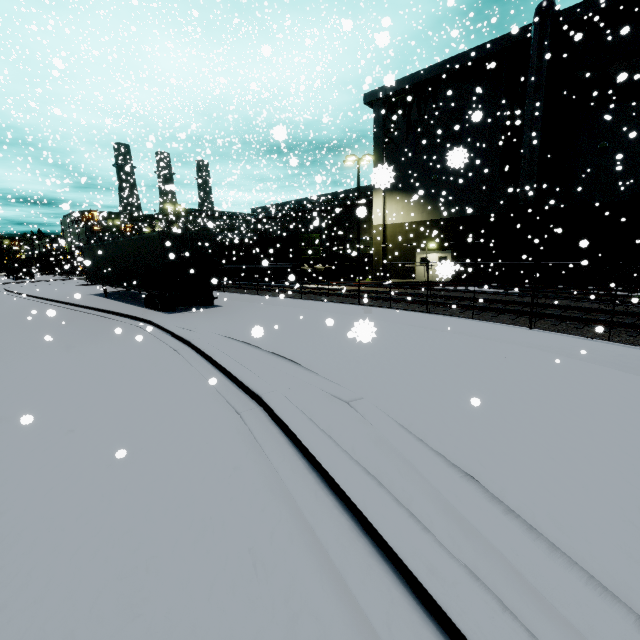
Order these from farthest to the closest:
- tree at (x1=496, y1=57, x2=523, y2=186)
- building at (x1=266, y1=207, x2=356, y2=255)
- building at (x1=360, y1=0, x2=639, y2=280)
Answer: building at (x1=266, y1=207, x2=356, y2=255) < tree at (x1=496, y1=57, x2=523, y2=186) < building at (x1=360, y1=0, x2=639, y2=280)

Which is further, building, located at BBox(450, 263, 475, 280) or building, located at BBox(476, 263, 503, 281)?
building, located at BBox(476, 263, 503, 281)

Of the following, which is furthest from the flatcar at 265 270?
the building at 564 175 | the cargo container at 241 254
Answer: the building at 564 175

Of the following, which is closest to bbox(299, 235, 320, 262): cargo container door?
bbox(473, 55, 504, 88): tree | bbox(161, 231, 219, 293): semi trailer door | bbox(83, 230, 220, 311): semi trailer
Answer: bbox(473, 55, 504, 88): tree

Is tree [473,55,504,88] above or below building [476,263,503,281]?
above

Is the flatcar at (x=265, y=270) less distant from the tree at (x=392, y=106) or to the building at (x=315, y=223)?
the building at (x=315, y=223)

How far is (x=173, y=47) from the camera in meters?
26.5 m

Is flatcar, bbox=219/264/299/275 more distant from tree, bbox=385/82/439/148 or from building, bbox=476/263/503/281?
tree, bbox=385/82/439/148
